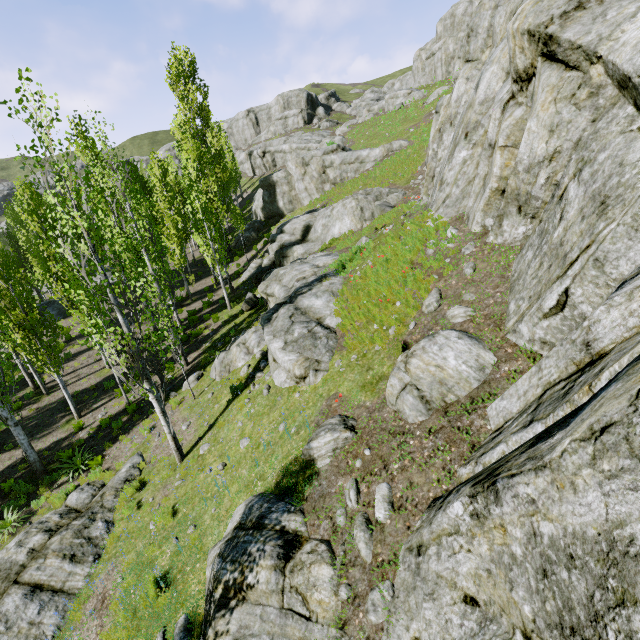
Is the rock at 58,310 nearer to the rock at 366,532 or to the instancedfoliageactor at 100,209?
the instancedfoliageactor at 100,209

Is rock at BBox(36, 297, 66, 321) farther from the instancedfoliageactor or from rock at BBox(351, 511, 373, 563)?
rock at BBox(351, 511, 373, 563)

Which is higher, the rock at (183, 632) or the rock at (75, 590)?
the rock at (183, 632)

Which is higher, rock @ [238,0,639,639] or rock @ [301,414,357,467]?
rock @ [238,0,639,639]

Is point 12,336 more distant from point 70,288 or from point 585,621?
point 585,621

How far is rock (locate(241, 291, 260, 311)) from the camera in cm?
1950
